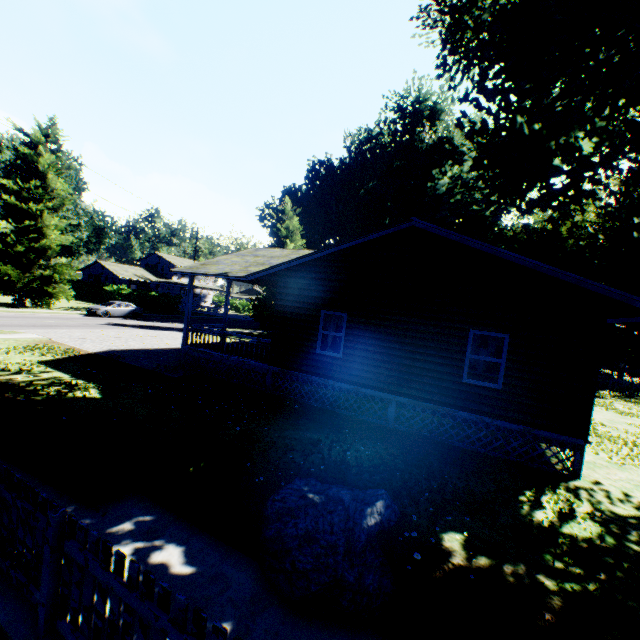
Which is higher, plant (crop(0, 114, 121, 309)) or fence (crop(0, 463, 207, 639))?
plant (crop(0, 114, 121, 309))

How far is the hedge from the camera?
43.2m

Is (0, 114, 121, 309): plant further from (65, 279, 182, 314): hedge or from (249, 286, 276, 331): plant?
(249, 286, 276, 331): plant

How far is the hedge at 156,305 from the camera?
43.25m

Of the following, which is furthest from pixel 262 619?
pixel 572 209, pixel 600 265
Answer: pixel 572 209

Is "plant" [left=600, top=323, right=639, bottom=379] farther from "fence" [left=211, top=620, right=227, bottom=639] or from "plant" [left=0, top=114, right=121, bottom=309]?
"plant" [left=0, top=114, right=121, bottom=309]

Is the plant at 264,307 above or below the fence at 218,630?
above

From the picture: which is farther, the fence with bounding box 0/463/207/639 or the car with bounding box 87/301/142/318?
the car with bounding box 87/301/142/318
